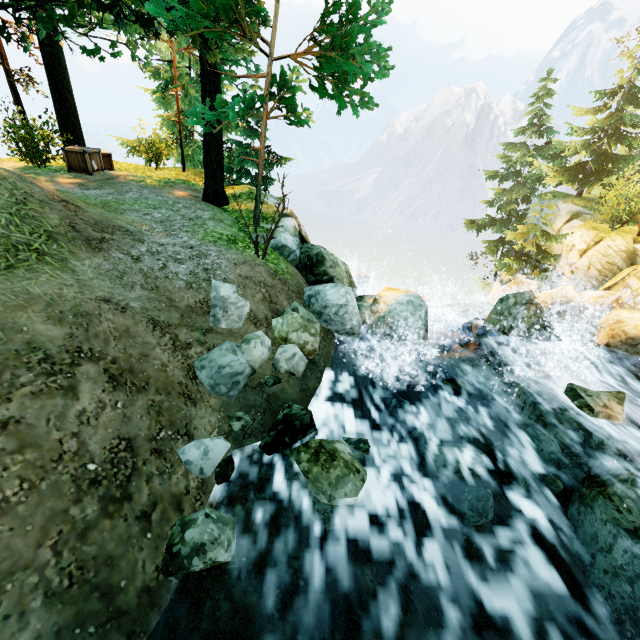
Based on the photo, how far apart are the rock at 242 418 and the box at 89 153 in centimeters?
1128cm

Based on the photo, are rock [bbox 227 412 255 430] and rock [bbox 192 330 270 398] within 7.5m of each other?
yes

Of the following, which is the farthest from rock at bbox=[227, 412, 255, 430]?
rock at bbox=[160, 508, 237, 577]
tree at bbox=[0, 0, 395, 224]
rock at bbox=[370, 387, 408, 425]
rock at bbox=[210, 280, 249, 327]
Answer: tree at bbox=[0, 0, 395, 224]

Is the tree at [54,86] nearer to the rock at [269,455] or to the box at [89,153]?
the box at [89,153]

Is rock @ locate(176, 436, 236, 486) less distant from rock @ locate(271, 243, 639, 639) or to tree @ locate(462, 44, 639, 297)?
rock @ locate(271, 243, 639, 639)

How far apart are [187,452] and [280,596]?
1.81m

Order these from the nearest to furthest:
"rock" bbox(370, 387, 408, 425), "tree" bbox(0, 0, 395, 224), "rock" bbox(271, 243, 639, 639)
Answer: "rock" bbox(271, 243, 639, 639) < "rock" bbox(370, 387, 408, 425) < "tree" bbox(0, 0, 395, 224)

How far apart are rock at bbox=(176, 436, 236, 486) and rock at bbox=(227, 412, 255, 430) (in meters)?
0.44
